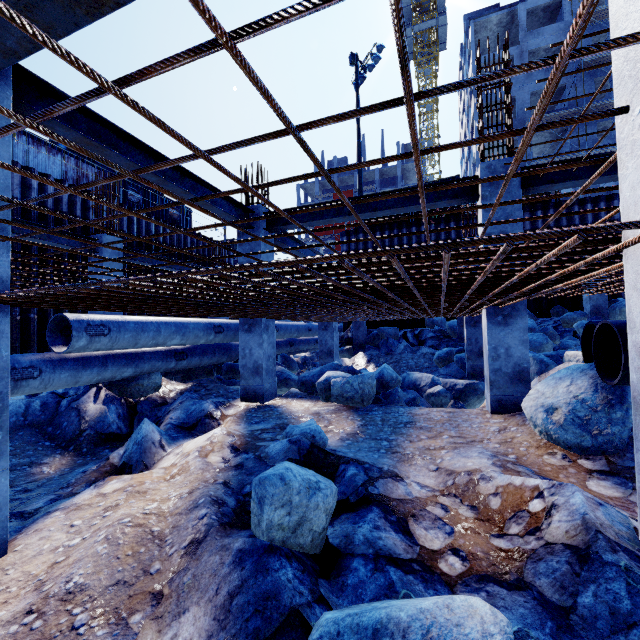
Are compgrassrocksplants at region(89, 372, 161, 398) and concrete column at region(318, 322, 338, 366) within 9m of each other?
yes

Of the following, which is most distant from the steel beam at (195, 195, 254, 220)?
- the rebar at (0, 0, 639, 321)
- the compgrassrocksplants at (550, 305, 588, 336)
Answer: the compgrassrocksplants at (550, 305, 588, 336)

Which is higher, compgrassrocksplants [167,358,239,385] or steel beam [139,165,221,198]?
steel beam [139,165,221,198]

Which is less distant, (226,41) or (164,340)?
(226,41)

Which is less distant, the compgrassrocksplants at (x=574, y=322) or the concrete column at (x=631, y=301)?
the concrete column at (x=631, y=301)

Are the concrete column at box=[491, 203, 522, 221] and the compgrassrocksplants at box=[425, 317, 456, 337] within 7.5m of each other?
no

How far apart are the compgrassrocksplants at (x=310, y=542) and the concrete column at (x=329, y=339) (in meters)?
8.88

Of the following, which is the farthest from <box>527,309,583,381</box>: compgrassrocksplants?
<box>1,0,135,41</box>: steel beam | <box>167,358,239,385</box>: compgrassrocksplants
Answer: <box>1,0,135,41</box>: steel beam
